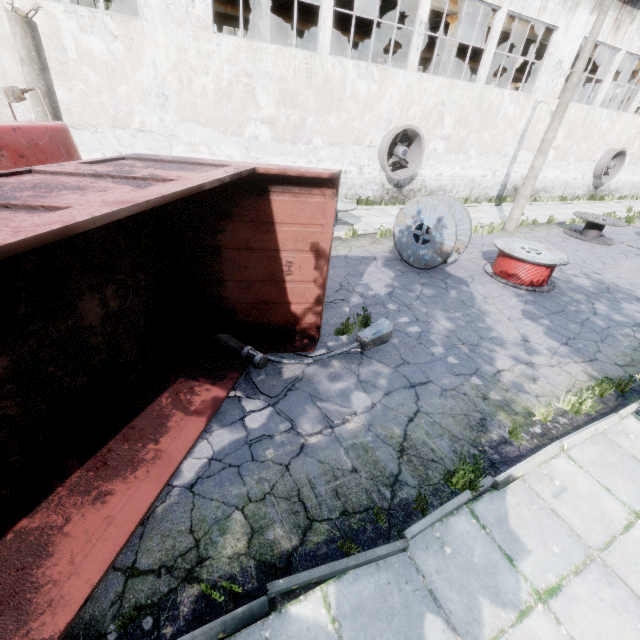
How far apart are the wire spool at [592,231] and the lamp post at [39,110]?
18.6 meters

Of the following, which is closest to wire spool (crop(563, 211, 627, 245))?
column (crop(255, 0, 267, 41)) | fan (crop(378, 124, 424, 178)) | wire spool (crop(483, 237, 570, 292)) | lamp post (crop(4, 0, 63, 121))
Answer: A: wire spool (crop(483, 237, 570, 292))

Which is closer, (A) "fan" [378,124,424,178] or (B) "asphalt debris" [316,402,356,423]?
(B) "asphalt debris" [316,402,356,423]

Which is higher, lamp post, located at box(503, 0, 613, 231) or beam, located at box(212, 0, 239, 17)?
beam, located at box(212, 0, 239, 17)

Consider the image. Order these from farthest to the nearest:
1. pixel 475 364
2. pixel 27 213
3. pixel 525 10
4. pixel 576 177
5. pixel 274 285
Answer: pixel 576 177
pixel 525 10
pixel 475 364
pixel 274 285
pixel 27 213

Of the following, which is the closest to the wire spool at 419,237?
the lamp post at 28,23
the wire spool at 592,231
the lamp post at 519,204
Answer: the lamp post at 519,204

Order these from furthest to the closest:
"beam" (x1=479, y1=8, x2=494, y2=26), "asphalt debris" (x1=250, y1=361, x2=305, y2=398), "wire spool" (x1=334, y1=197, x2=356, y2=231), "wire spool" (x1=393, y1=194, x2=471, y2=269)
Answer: "beam" (x1=479, y1=8, x2=494, y2=26) → "wire spool" (x1=334, y1=197, x2=356, y2=231) → "wire spool" (x1=393, y1=194, x2=471, y2=269) → "asphalt debris" (x1=250, y1=361, x2=305, y2=398)

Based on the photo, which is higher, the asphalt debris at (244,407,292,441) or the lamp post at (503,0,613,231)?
the lamp post at (503,0,613,231)
